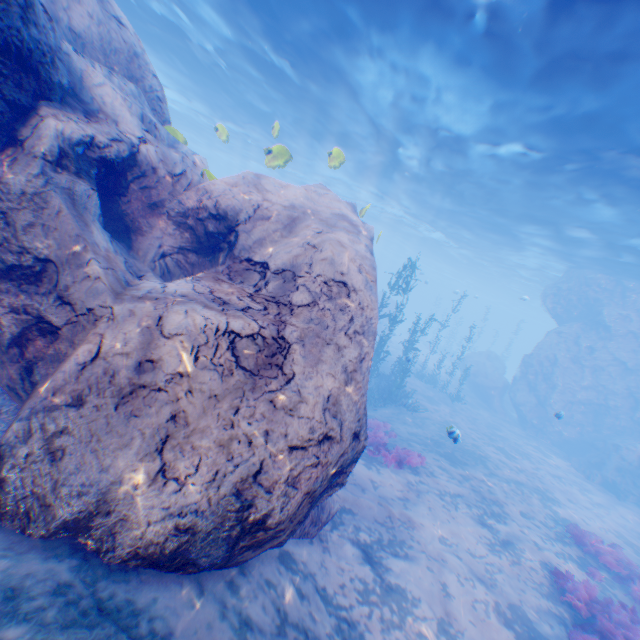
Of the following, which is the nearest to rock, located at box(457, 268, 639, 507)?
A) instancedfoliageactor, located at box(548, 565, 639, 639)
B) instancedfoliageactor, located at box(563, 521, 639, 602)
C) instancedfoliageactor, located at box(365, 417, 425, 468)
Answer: instancedfoliageactor, located at box(365, 417, 425, 468)

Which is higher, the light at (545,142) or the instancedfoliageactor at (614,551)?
the light at (545,142)

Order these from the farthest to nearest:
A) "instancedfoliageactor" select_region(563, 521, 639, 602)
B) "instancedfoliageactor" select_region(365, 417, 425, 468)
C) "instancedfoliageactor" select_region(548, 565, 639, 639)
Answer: "instancedfoliageactor" select_region(365, 417, 425, 468) < "instancedfoliageactor" select_region(563, 521, 639, 602) < "instancedfoliageactor" select_region(548, 565, 639, 639)

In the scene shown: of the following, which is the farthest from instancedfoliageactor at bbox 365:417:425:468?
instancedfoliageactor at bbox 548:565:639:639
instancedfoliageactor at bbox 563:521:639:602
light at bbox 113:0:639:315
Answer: instancedfoliageactor at bbox 563:521:639:602

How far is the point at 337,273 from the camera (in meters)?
5.14

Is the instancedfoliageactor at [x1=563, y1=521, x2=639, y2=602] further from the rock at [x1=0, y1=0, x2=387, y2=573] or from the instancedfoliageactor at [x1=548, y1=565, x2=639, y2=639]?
the rock at [x1=0, y1=0, x2=387, y2=573]

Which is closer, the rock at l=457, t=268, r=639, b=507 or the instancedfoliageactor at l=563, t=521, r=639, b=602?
the instancedfoliageactor at l=563, t=521, r=639, b=602

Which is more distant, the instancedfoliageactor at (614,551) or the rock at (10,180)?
the instancedfoliageactor at (614,551)
